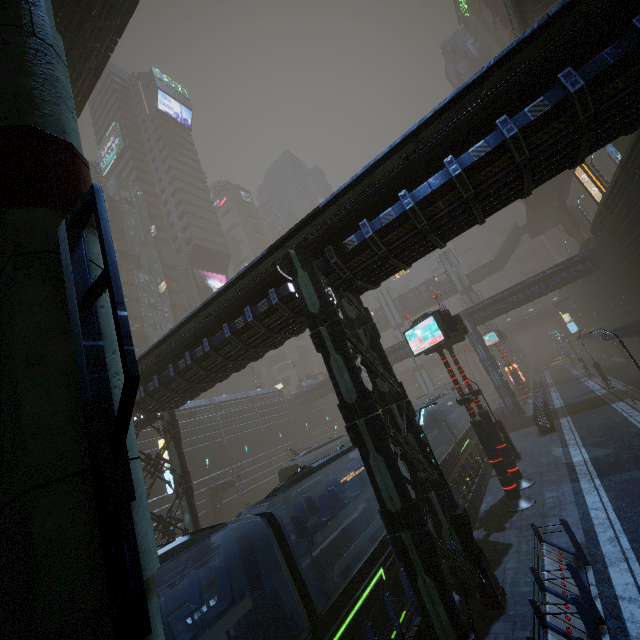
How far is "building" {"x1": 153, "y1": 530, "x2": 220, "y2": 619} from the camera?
14.8 meters

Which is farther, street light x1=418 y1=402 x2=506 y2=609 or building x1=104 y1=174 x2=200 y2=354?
building x1=104 y1=174 x2=200 y2=354

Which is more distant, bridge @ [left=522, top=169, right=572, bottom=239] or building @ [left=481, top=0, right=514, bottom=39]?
building @ [left=481, top=0, right=514, bottom=39]

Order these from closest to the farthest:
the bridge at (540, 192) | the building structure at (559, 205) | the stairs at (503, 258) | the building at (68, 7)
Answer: the building at (68, 7) < the bridge at (540, 192) < the building structure at (559, 205) < the stairs at (503, 258)

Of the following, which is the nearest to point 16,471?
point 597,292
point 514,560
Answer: point 514,560

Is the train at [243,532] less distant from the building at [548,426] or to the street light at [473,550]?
the building at [548,426]

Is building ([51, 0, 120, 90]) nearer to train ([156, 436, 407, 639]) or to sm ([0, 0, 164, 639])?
sm ([0, 0, 164, 639])

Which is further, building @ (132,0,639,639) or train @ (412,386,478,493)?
train @ (412,386,478,493)
